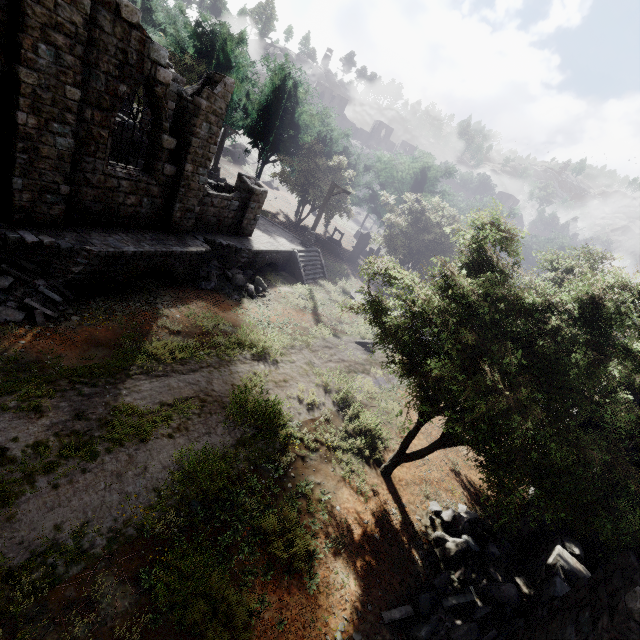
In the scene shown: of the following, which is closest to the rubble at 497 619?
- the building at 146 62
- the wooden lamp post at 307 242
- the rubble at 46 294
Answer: the building at 146 62

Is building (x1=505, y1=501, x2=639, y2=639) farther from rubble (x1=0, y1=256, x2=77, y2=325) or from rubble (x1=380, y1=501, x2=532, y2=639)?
rubble (x1=0, y1=256, x2=77, y2=325)

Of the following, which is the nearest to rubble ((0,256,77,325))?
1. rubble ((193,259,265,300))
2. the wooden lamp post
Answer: rubble ((193,259,265,300))

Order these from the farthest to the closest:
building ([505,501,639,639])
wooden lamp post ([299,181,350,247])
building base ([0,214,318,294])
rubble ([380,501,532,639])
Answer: wooden lamp post ([299,181,350,247]), building base ([0,214,318,294]), rubble ([380,501,532,639]), building ([505,501,639,639])

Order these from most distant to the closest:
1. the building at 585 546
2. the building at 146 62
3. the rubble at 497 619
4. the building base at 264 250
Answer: the building base at 264 250 < the building at 146 62 < the rubble at 497 619 < the building at 585 546

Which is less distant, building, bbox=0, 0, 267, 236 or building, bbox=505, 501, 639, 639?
building, bbox=505, 501, 639, 639

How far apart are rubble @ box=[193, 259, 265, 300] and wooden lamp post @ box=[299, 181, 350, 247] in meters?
7.9

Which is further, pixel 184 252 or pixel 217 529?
pixel 184 252
